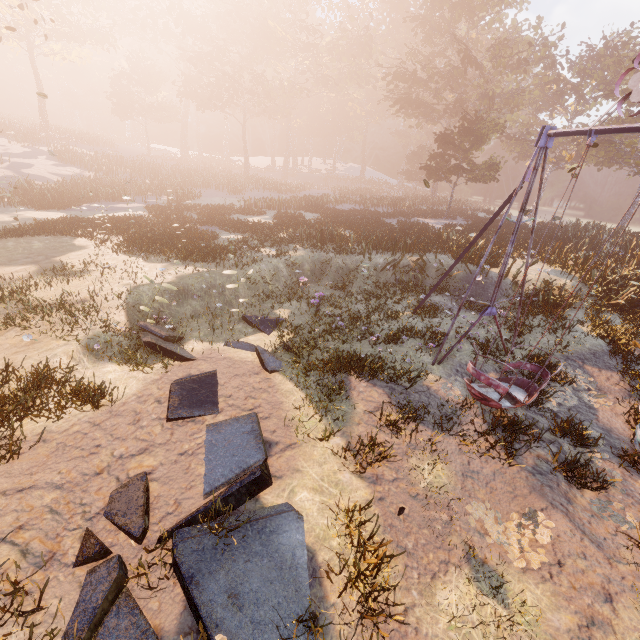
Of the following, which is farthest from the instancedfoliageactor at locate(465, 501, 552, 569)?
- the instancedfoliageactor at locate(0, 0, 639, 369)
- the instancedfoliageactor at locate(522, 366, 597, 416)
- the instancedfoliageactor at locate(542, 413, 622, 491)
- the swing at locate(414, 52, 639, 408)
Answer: the instancedfoliageactor at locate(0, 0, 639, 369)

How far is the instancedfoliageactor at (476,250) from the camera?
15.45m

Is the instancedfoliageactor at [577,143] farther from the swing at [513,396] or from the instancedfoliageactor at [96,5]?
the swing at [513,396]

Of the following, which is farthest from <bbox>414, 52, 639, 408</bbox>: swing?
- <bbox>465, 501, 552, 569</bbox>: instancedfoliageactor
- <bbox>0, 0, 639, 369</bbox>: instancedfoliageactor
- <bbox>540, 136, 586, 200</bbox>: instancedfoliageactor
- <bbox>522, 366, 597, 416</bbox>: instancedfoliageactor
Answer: <bbox>540, 136, 586, 200</bbox>: instancedfoliageactor

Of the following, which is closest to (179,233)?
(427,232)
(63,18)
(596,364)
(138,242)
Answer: (138,242)

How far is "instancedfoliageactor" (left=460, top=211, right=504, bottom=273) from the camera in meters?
15.4

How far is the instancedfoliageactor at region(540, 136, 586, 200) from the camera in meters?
36.2

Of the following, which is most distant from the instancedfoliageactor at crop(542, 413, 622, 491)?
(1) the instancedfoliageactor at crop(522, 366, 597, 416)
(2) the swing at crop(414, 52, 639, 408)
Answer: (1) the instancedfoliageactor at crop(522, 366, 597, 416)
